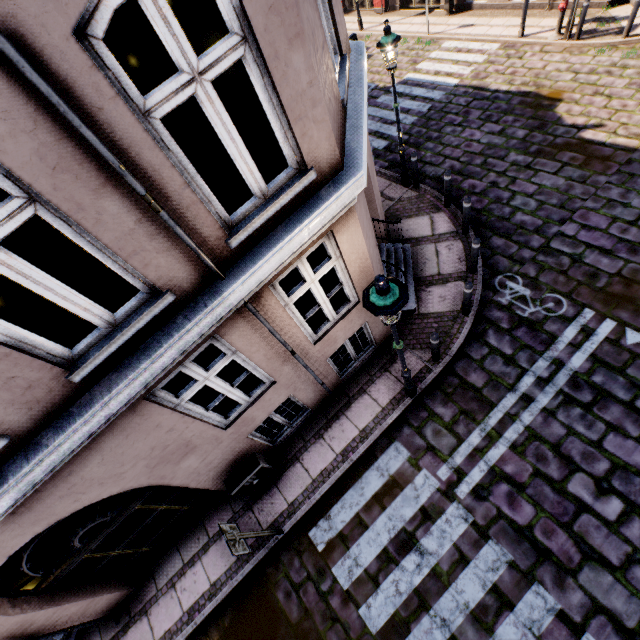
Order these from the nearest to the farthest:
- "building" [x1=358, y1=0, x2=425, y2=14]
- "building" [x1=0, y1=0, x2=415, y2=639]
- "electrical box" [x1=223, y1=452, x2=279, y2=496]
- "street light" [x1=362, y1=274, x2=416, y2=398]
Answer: "building" [x1=0, y1=0, x2=415, y2=639] → "street light" [x1=362, y1=274, x2=416, y2=398] → "electrical box" [x1=223, y1=452, x2=279, y2=496] → "building" [x1=358, y1=0, x2=425, y2=14]

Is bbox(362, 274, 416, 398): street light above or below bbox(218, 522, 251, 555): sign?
above

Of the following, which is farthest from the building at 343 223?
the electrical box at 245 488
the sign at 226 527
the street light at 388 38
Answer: the street light at 388 38

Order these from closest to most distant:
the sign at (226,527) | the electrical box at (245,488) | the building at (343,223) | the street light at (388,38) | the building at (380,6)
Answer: the building at (343,223) → the sign at (226,527) → the electrical box at (245,488) → the street light at (388,38) → the building at (380,6)

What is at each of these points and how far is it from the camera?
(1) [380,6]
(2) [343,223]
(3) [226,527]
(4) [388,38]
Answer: (1) building, 16.5 meters
(2) building, 4.3 meters
(3) sign, 4.8 meters
(4) street light, 6.6 meters

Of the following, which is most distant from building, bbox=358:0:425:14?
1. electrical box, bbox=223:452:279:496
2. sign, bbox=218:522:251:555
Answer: sign, bbox=218:522:251:555

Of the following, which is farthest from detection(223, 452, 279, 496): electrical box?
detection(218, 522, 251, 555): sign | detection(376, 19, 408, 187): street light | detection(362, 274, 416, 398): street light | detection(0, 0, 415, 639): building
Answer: detection(376, 19, 408, 187): street light

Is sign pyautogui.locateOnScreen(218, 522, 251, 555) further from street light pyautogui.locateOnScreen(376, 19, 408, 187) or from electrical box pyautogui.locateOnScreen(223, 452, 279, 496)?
street light pyautogui.locateOnScreen(376, 19, 408, 187)
